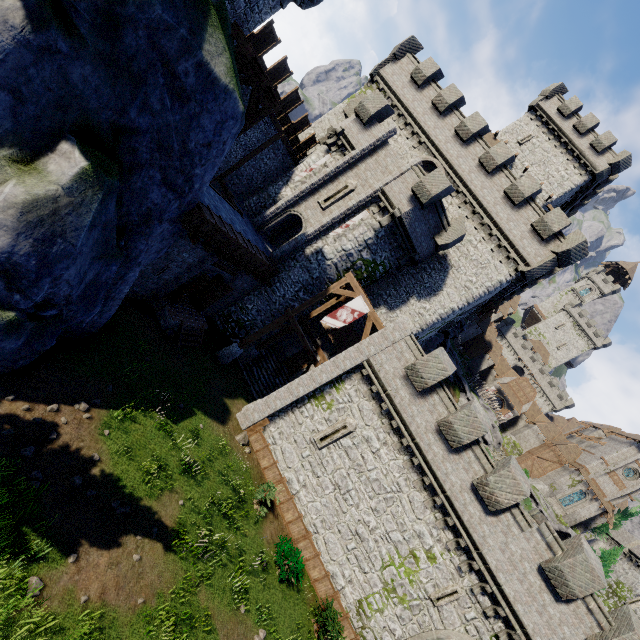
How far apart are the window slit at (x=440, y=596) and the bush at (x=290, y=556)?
5.8m

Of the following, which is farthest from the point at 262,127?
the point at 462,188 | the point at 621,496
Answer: the point at 621,496

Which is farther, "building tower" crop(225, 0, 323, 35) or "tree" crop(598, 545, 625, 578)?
"tree" crop(598, 545, 625, 578)

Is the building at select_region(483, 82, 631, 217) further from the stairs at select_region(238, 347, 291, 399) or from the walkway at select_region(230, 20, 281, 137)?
the walkway at select_region(230, 20, 281, 137)

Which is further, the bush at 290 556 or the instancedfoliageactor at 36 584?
the bush at 290 556

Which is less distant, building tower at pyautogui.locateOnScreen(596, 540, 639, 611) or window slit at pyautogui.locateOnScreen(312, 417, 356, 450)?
window slit at pyautogui.locateOnScreen(312, 417, 356, 450)

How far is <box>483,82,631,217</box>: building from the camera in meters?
31.9 m

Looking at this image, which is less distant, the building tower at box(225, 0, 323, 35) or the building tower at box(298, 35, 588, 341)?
the building tower at box(225, 0, 323, 35)
